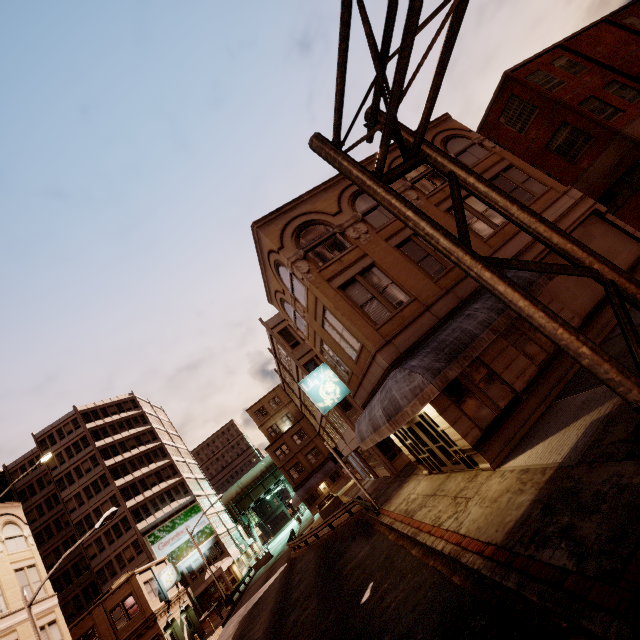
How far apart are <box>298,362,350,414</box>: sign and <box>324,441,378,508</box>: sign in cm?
352

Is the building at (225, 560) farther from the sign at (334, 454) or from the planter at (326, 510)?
the sign at (334, 454)

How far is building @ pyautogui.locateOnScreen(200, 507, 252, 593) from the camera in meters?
48.5

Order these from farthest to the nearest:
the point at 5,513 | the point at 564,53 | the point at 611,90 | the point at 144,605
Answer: the point at 144,605
the point at 5,513
the point at 564,53
the point at 611,90

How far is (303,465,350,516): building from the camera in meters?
46.1 m

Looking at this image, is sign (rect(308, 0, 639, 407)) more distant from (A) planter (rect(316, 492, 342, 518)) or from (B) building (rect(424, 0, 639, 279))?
(A) planter (rect(316, 492, 342, 518))

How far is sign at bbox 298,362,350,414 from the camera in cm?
1795

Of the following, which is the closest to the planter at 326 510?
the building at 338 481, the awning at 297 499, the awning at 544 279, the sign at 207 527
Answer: the awning at 297 499
